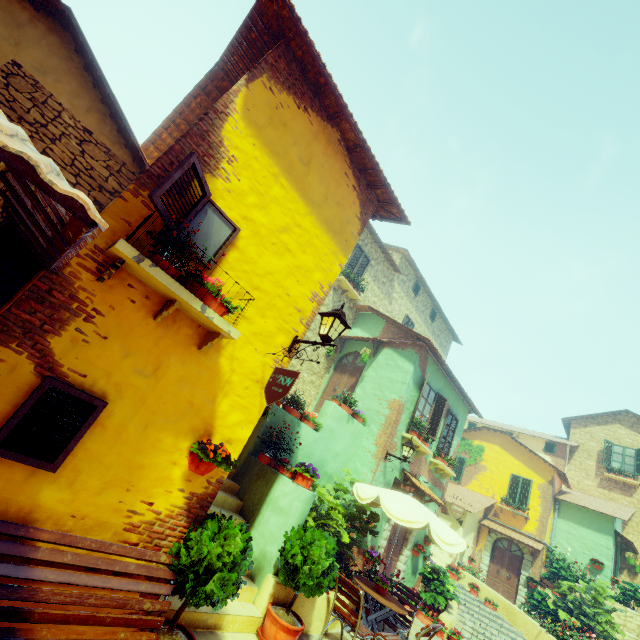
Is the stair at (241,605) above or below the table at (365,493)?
below

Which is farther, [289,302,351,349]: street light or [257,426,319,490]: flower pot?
[257,426,319,490]: flower pot

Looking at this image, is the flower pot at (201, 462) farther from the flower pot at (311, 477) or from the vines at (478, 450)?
the vines at (478, 450)

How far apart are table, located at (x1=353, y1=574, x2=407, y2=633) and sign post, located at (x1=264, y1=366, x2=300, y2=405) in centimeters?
569cm

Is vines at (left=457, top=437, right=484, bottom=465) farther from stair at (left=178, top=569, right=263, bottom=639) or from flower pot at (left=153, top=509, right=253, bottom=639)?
flower pot at (left=153, top=509, right=253, bottom=639)

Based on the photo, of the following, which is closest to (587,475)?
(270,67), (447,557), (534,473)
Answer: (534,473)

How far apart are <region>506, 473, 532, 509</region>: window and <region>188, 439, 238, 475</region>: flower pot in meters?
20.8

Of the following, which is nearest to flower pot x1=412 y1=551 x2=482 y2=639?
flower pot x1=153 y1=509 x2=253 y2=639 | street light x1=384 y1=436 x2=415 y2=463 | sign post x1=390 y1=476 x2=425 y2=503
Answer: sign post x1=390 y1=476 x2=425 y2=503
